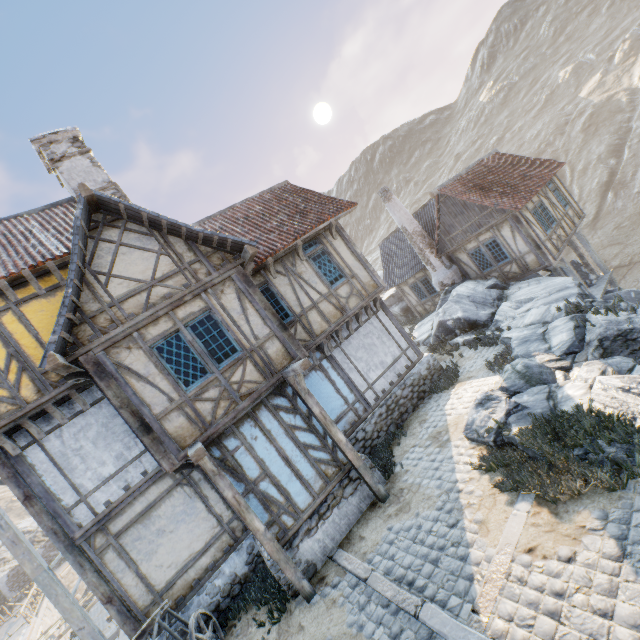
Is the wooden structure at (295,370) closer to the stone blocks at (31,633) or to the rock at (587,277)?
the rock at (587,277)

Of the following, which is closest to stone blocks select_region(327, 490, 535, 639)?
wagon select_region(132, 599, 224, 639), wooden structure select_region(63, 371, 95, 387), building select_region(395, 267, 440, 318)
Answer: wagon select_region(132, 599, 224, 639)

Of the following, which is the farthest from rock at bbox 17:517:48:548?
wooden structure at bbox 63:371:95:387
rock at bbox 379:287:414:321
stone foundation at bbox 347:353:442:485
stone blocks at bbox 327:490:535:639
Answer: wooden structure at bbox 63:371:95:387

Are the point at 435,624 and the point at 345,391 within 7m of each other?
yes

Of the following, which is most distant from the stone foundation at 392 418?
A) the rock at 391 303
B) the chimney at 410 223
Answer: the rock at 391 303

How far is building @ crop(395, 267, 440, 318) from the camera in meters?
20.3

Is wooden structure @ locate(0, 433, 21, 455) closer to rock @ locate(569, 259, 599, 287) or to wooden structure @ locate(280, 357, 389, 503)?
wooden structure @ locate(280, 357, 389, 503)

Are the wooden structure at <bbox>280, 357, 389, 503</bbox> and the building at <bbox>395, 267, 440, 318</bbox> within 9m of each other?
no
